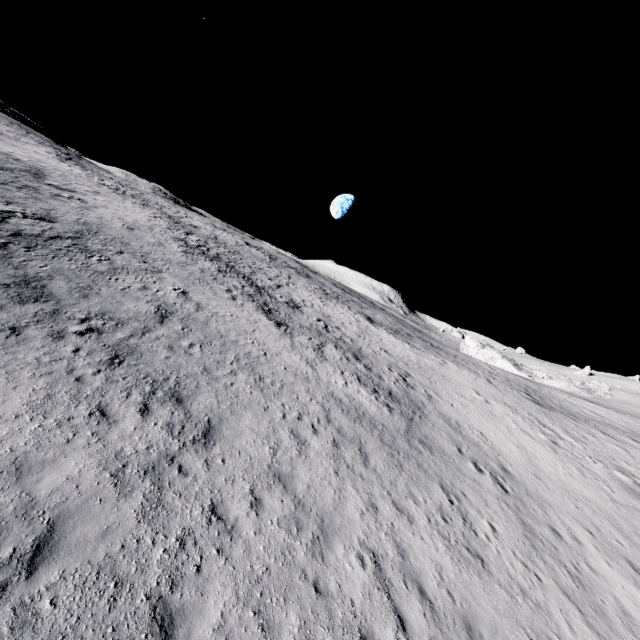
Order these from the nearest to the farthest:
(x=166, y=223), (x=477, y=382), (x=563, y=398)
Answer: (x=477, y=382) < (x=166, y=223) < (x=563, y=398)
